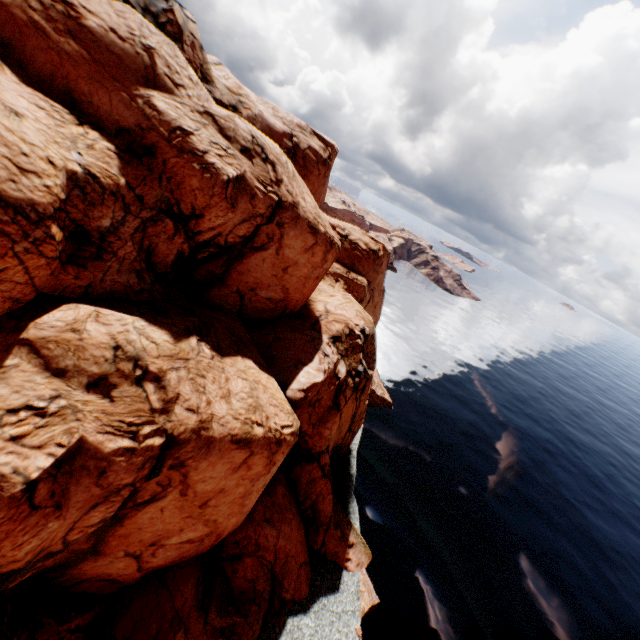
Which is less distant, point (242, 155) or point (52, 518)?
point (52, 518)
